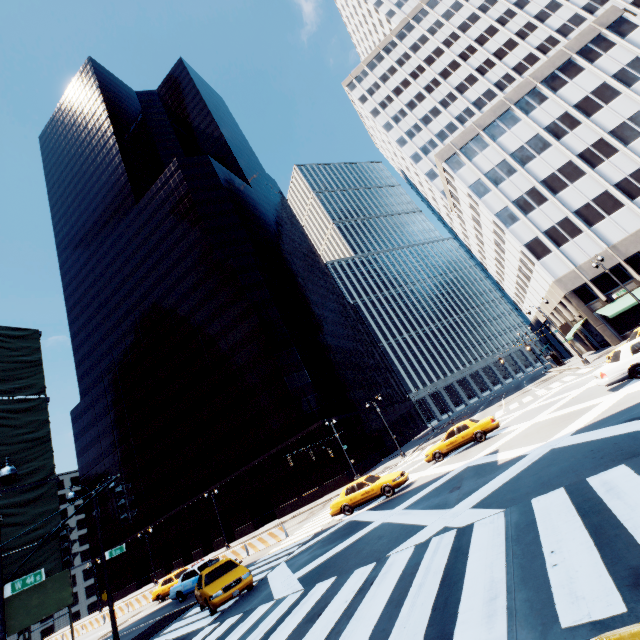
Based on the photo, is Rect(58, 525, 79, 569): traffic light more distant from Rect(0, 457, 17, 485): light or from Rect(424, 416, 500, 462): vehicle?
Rect(424, 416, 500, 462): vehicle

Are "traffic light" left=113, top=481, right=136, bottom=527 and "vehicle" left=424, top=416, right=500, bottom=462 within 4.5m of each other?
no

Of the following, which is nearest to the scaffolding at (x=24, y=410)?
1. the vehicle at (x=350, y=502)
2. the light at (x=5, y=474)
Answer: the light at (x=5, y=474)

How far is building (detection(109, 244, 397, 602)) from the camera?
45.19m

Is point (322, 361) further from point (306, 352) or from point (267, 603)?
point (267, 603)

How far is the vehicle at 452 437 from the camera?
19.8 meters

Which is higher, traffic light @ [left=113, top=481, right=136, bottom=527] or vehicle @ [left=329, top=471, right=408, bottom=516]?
traffic light @ [left=113, top=481, right=136, bottom=527]

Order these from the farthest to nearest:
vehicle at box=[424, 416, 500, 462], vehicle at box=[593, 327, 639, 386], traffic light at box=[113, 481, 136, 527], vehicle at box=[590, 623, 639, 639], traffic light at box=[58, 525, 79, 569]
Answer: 1. vehicle at box=[424, 416, 500, 462]
2. vehicle at box=[593, 327, 639, 386]
3. traffic light at box=[58, 525, 79, 569]
4. traffic light at box=[113, 481, 136, 527]
5. vehicle at box=[590, 623, 639, 639]
